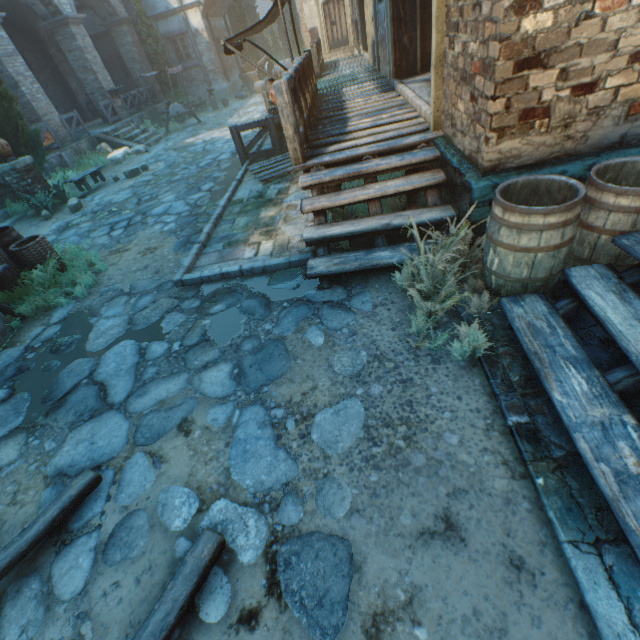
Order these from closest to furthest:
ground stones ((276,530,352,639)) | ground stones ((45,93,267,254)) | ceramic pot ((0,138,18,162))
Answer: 1. ground stones ((276,530,352,639))
2. ground stones ((45,93,267,254))
3. ceramic pot ((0,138,18,162))

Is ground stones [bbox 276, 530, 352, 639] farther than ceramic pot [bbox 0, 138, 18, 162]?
No

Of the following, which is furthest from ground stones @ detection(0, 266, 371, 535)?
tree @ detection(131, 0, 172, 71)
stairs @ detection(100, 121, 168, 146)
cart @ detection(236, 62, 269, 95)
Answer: cart @ detection(236, 62, 269, 95)

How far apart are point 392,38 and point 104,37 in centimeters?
2365cm

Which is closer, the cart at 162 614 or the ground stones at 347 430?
the cart at 162 614

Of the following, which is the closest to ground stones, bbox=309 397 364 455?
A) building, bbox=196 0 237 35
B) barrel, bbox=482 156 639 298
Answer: barrel, bbox=482 156 639 298

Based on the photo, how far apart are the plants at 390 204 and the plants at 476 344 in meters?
1.4 m

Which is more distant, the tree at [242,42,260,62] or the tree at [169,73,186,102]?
the tree at [242,42,260,62]
